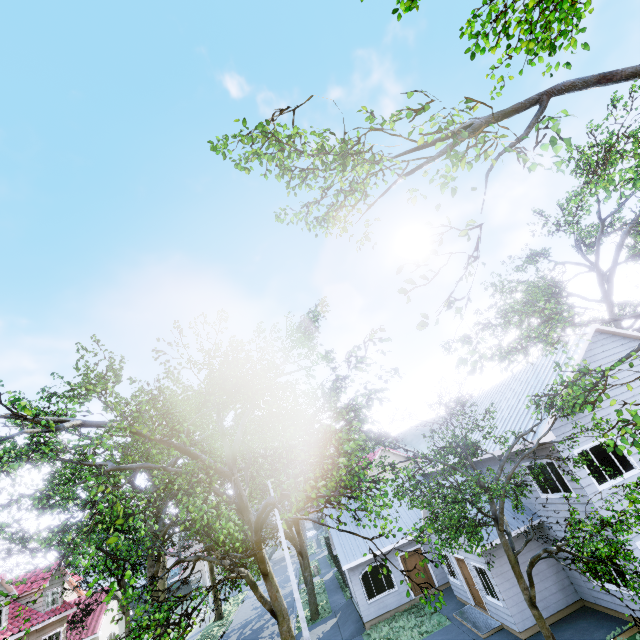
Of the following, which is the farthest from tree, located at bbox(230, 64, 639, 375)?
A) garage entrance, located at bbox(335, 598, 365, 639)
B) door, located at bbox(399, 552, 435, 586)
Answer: door, located at bbox(399, 552, 435, 586)

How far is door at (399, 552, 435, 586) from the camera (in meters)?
19.45

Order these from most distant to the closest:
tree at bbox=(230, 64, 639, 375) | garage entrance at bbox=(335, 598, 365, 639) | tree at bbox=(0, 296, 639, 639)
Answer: garage entrance at bbox=(335, 598, 365, 639) → tree at bbox=(0, 296, 639, 639) → tree at bbox=(230, 64, 639, 375)

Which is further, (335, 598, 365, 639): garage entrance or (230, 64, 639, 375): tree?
(335, 598, 365, 639): garage entrance

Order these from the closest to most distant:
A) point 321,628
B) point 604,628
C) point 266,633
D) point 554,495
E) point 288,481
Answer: point 288,481 → point 604,628 → point 554,495 → point 321,628 → point 266,633

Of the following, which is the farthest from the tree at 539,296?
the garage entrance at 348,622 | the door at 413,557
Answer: the door at 413,557

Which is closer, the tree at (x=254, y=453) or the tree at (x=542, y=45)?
A: the tree at (x=542, y=45)
